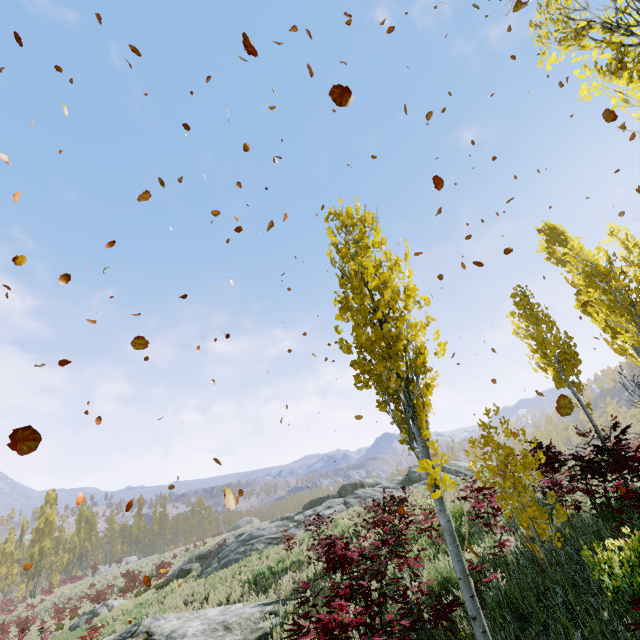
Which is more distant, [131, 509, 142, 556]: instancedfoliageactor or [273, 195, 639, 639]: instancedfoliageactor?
[131, 509, 142, 556]: instancedfoliageactor

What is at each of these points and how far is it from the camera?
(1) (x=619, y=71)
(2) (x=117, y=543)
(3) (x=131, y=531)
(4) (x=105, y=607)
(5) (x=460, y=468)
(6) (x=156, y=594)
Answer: (1) instancedfoliageactor, 3.7 meters
(2) instancedfoliageactor, 57.3 meters
(3) instancedfoliageactor, 58.0 meters
(4) rock, 23.0 meters
(5) rock, 22.9 meters
(6) instancedfoliageactor, 21.8 meters

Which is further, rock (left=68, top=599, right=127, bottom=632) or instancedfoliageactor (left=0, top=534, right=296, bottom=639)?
rock (left=68, top=599, right=127, bottom=632)

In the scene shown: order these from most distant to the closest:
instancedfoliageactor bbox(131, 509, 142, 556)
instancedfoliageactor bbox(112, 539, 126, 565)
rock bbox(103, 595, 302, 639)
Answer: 1. instancedfoliageactor bbox(131, 509, 142, 556)
2. instancedfoliageactor bbox(112, 539, 126, 565)
3. rock bbox(103, 595, 302, 639)

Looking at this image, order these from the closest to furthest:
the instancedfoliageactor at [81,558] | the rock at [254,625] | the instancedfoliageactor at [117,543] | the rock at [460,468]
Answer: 1. the rock at [254,625]
2. the rock at [460,468]
3. the instancedfoliageactor at [81,558]
4. the instancedfoliageactor at [117,543]

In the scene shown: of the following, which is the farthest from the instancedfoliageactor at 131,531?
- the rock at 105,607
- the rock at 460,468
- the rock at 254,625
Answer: the rock at 105,607

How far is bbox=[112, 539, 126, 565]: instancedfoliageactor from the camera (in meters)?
47.69

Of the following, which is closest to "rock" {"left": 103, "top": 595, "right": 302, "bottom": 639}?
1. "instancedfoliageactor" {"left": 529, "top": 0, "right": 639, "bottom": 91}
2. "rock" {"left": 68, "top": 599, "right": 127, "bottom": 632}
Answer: "instancedfoliageactor" {"left": 529, "top": 0, "right": 639, "bottom": 91}
